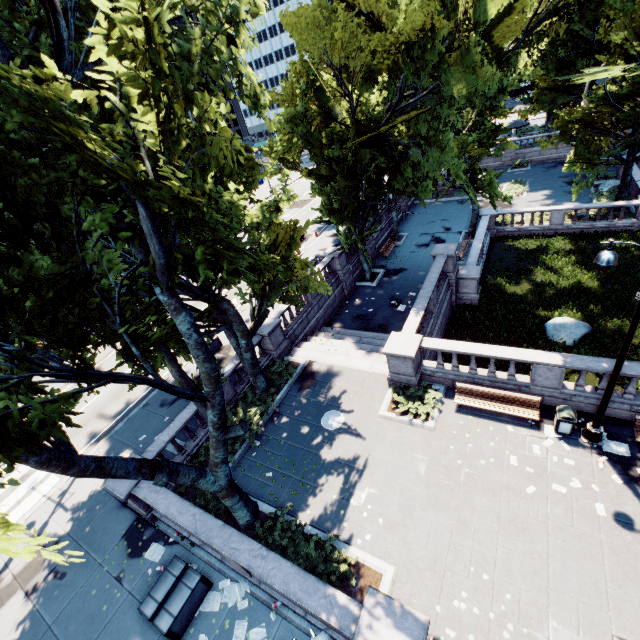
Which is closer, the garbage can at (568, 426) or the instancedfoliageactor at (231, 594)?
the instancedfoliageactor at (231, 594)

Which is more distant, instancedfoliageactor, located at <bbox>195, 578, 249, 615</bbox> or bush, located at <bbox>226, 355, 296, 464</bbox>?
bush, located at <bbox>226, 355, 296, 464</bbox>

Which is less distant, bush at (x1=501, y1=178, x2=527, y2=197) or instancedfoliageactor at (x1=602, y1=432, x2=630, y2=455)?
instancedfoliageactor at (x1=602, y1=432, x2=630, y2=455)

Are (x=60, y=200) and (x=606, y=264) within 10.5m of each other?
no

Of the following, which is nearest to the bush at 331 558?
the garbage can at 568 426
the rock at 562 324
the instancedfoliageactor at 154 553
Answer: the instancedfoliageactor at 154 553

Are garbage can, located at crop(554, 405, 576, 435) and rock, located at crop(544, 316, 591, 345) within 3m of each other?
no

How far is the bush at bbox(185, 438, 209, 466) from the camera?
13.84m

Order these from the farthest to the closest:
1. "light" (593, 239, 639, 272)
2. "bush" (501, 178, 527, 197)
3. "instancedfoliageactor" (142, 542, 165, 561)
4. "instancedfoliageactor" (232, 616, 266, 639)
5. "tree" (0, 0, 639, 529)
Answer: "bush" (501, 178, 527, 197) < "instancedfoliageactor" (142, 542, 165, 561) < "instancedfoliageactor" (232, 616, 266, 639) < "light" (593, 239, 639, 272) < "tree" (0, 0, 639, 529)
